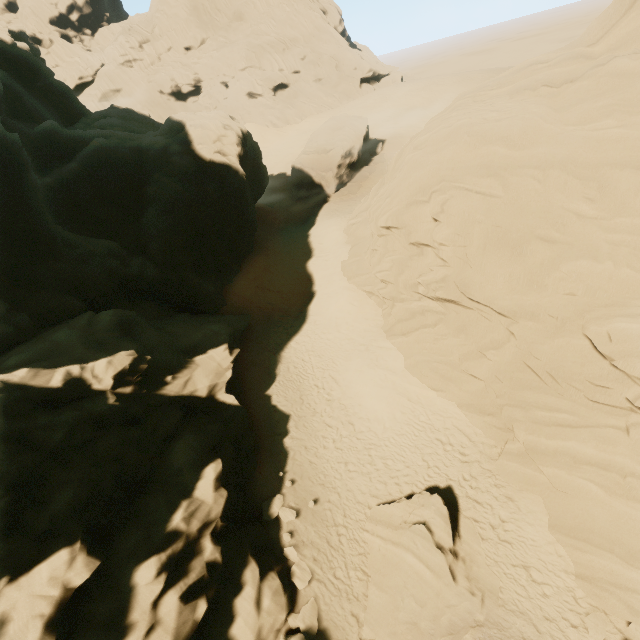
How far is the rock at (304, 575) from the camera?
11.6m

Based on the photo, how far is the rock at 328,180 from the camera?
36.19m

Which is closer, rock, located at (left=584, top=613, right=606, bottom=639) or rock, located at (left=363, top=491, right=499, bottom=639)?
rock, located at (left=584, top=613, right=606, bottom=639)

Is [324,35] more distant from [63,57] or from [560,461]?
[560,461]

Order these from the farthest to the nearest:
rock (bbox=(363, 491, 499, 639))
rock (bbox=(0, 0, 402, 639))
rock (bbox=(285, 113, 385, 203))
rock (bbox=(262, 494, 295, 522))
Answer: rock (bbox=(285, 113, 385, 203)), rock (bbox=(262, 494, 295, 522)), rock (bbox=(363, 491, 499, 639)), rock (bbox=(0, 0, 402, 639))

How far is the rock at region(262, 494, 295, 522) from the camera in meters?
13.4 m
